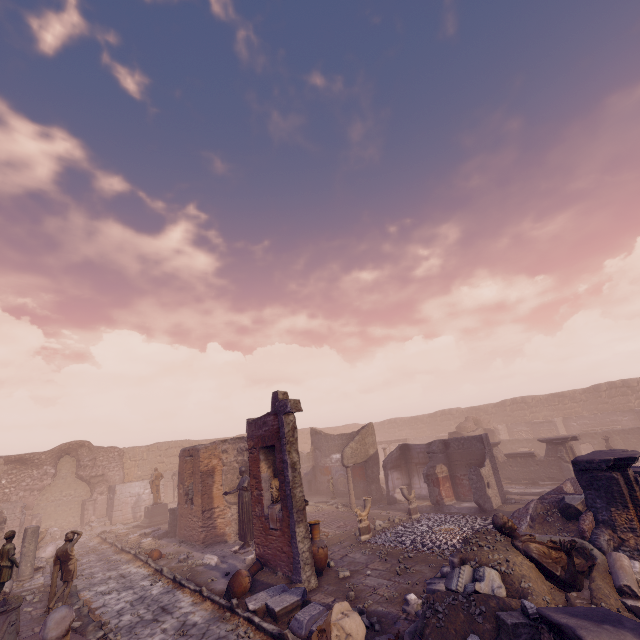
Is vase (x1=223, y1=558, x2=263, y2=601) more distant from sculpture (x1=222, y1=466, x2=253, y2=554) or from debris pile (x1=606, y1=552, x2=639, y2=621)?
debris pile (x1=606, y1=552, x2=639, y2=621)

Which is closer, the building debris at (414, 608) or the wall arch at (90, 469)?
the building debris at (414, 608)

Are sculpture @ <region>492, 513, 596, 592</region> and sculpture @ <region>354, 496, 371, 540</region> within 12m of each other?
yes

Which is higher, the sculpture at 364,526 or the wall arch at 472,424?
the wall arch at 472,424

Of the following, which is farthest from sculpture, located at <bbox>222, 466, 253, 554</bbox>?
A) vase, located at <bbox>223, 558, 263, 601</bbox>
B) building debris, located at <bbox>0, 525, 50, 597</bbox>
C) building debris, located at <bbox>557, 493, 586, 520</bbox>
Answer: building debris, located at <bbox>557, 493, 586, 520</bbox>

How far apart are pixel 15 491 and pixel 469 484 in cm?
2796

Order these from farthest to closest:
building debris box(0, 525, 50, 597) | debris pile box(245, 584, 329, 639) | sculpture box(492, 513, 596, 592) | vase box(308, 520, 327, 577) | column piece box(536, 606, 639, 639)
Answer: building debris box(0, 525, 50, 597) < vase box(308, 520, 327, 577) < debris pile box(245, 584, 329, 639) < sculpture box(492, 513, 596, 592) < column piece box(536, 606, 639, 639)

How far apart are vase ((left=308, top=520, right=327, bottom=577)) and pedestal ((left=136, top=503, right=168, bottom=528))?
14.83m
